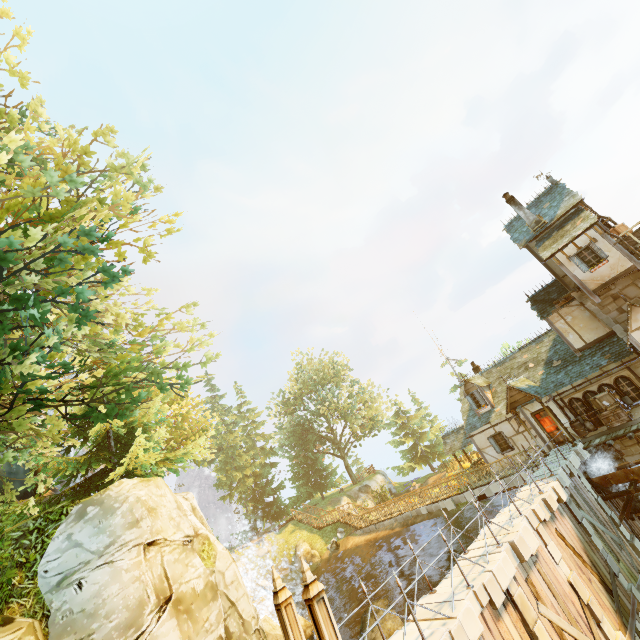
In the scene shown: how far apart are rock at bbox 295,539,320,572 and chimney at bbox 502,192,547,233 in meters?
31.6

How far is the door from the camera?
19.4 meters

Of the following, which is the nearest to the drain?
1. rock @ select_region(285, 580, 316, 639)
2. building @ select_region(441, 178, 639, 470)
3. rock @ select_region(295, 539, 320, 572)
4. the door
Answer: building @ select_region(441, 178, 639, 470)

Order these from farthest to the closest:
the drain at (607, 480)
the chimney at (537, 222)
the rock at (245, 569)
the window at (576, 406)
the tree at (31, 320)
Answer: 1. the rock at (245, 569)
2. the chimney at (537, 222)
3. the window at (576, 406)
4. the drain at (607, 480)
5. the tree at (31, 320)

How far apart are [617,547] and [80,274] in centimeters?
2447cm

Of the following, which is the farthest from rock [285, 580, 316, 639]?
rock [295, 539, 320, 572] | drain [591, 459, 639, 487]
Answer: drain [591, 459, 639, 487]

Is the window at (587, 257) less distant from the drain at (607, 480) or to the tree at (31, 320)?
the drain at (607, 480)

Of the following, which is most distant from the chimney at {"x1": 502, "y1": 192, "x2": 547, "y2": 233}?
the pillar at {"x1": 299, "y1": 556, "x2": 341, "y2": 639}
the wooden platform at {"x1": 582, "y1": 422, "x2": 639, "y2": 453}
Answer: the pillar at {"x1": 299, "y1": 556, "x2": 341, "y2": 639}
